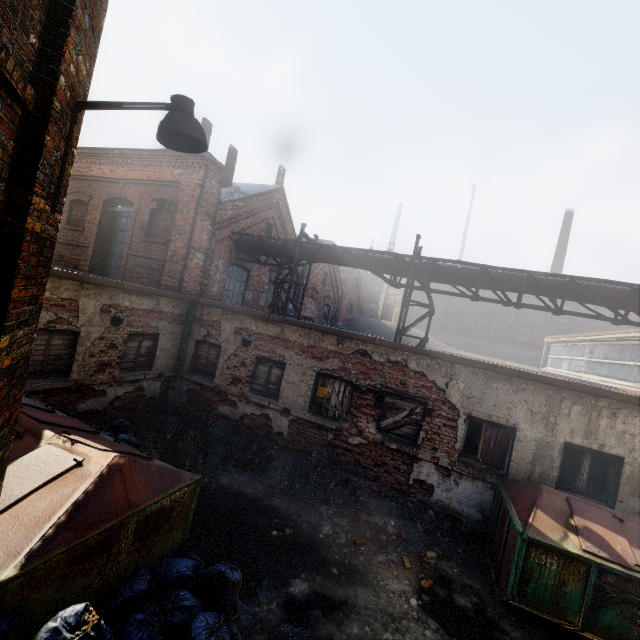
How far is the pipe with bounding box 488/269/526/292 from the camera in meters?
9.1

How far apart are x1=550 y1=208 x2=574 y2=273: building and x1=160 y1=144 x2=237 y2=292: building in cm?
3525

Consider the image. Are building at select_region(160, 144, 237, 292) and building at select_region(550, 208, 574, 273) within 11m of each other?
no

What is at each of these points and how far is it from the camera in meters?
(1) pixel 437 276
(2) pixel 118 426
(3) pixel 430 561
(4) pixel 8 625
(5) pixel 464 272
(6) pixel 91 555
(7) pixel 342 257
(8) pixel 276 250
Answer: (1) pipe, 9.8 m
(2) trash bag, 7.1 m
(3) instancedfoliageactor, 5.7 m
(4) trash bag, 2.5 m
(5) pipe, 9.5 m
(6) trash container, 3.1 m
(7) pipe, 10.9 m
(8) pipe, 11.7 m

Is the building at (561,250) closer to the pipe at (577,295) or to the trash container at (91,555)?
the pipe at (577,295)

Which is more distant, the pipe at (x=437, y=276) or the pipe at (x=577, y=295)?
the pipe at (x=437, y=276)

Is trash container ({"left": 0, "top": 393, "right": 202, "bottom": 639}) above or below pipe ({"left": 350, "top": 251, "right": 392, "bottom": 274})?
below
